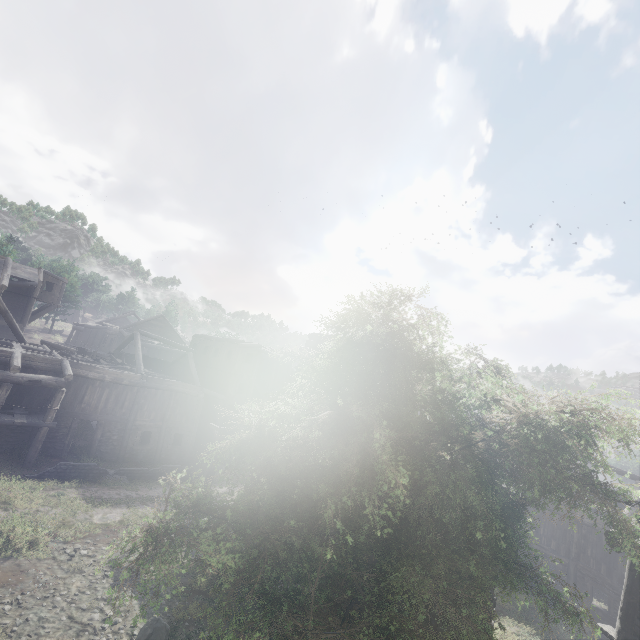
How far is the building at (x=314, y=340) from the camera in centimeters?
1653cm

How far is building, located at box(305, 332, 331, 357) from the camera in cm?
1653

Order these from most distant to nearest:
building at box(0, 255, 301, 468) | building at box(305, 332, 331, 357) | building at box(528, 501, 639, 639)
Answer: building at box(0, 255, 301, 468) → building at box(305, 332, 331, 357) → building at box(528, 501, 639, 639)

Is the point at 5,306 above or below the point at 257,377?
above

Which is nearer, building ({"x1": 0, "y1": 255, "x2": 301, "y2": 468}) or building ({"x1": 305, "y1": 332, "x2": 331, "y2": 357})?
building ({"x1": 305, "y1": 332, "x2": 331, "y2": 357})

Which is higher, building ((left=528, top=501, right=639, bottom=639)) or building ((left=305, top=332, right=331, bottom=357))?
building ((left=305, top=332, right=331, bottom=357))

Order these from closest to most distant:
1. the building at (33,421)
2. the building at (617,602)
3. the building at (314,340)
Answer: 1. the building at (617,602)
2. the building at (314,340)
3. the building at (33,421)
